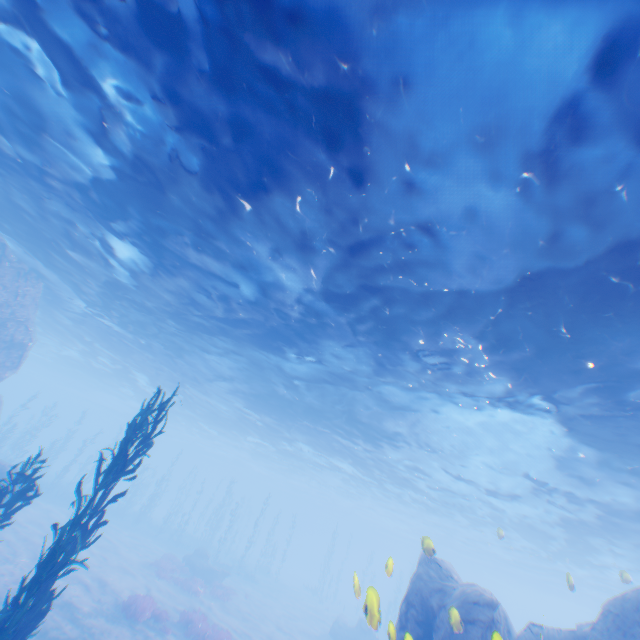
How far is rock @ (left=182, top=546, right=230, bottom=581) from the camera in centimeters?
2662cm

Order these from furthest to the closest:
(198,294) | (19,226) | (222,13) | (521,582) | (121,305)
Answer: (521,582)
(121,305)
(19,226)
(198,294)
(222,13)

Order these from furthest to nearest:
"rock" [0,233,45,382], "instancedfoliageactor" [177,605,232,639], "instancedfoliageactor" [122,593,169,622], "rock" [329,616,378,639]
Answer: "rock" [329,616,378,639] < "rock" [0,233,45,382] < "instancedfoliageactor" [177,605,232,639] < "instancedfoliageactor" [122,593,169,622]

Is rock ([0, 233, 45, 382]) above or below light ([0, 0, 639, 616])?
below

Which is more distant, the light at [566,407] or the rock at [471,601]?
the rock at [471,601]

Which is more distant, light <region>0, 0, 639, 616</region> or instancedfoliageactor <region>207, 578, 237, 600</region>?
instancedfoliageactor <region>207, 578, 237, 600</region>

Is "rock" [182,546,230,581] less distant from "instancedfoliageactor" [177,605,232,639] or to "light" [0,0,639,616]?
"instancedfoliageactor" [177,605,232,639]

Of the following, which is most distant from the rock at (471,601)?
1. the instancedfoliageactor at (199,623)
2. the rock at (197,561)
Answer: the rock at (197,561)
